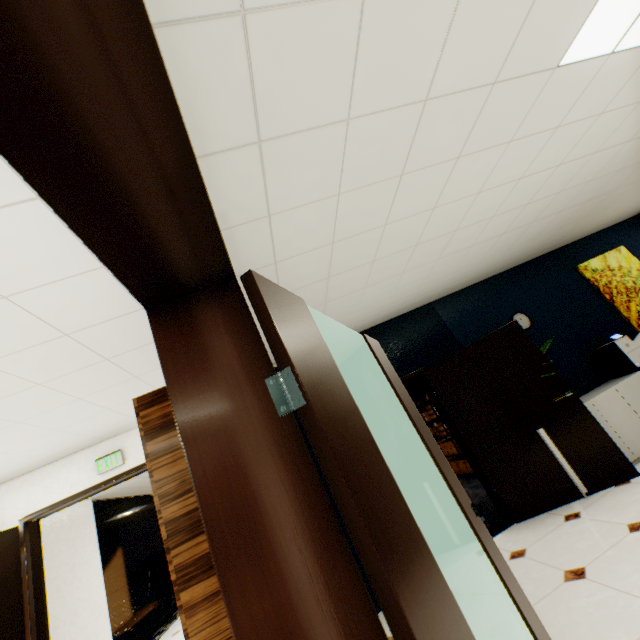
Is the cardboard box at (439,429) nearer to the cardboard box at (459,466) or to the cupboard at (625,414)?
the cardboard box at (459,466)

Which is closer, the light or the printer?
the light

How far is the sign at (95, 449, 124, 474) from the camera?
3.9m

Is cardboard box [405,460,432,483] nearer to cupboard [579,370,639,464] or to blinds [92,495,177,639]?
cupboard [579,370,639,464]

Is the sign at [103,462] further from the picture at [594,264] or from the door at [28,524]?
the picture at [594,264]

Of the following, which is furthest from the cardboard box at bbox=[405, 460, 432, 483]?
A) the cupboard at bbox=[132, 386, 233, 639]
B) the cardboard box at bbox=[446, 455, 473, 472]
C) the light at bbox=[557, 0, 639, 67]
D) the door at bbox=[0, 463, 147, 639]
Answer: the light at bbox=[557, 0, 639, 67]

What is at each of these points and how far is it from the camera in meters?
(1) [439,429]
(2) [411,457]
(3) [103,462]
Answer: (1) cardboard box, 7.5 m
(2) cardboard box, 9.2 m
(3) sign, 3.9 m

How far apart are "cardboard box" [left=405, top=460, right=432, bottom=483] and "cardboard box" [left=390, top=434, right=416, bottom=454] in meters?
0.6
